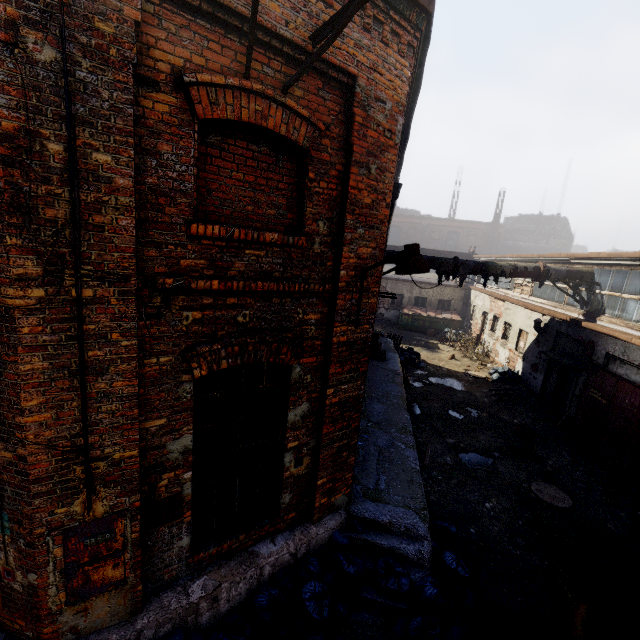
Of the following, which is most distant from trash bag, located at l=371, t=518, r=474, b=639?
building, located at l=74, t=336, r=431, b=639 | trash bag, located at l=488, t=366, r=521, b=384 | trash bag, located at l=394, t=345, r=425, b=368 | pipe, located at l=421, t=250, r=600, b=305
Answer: trash bag, located at l=488, t=366, r=521, b=384

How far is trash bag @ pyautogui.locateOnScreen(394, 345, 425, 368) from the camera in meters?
16.6

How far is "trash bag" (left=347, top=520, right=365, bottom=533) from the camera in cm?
546

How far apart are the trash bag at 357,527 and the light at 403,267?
3.5m

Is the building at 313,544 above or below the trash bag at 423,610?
above

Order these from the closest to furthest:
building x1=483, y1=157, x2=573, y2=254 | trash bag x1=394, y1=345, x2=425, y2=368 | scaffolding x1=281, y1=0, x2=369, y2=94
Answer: scaffolding x1=281, y1=0, x2=369, y2=94 < trash bag x1=394, y1=345, x2=425, y2=368 < building x1=483, y1=157, x2=573, y2=254

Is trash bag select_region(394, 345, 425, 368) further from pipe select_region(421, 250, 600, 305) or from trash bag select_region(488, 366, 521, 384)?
pipe select_region(421, 250, 600, 305)

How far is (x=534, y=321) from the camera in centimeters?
1366cm
